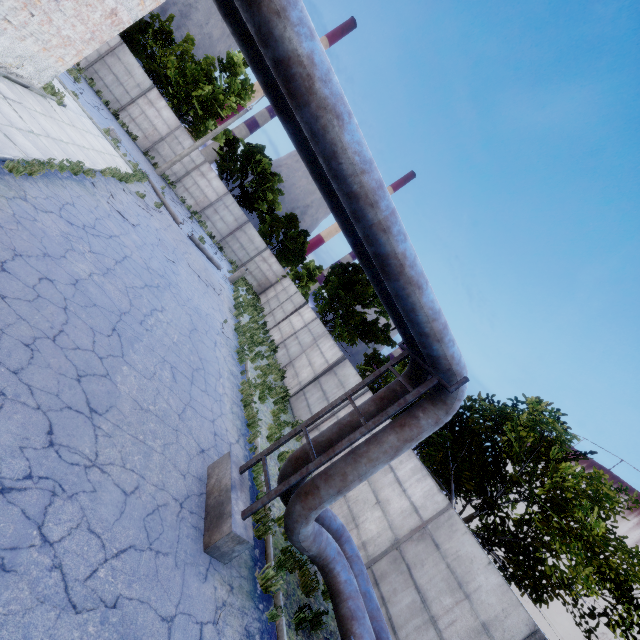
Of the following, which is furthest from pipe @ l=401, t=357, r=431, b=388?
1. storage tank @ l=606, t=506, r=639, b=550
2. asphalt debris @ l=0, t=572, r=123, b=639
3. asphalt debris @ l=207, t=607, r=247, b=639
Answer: storage tank @ l=606, t=506, r=639, b=550

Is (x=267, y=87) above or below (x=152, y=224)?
above

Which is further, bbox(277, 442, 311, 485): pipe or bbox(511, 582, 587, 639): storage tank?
bbox(511, 582, 587, 639): storage tank

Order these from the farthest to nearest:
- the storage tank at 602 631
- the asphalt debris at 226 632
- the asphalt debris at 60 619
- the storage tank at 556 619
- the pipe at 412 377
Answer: the storage tank at 556 619 < the storage tank at 602 631 < the pipe at 412 377 < the asphalt debris at 226 632 < the asphalt debris at 60 619

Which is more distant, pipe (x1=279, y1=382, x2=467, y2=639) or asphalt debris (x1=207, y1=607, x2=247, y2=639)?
pipe (x1=279, y1=382, x2=467, y2=639)

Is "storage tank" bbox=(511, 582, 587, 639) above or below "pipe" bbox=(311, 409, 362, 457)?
above

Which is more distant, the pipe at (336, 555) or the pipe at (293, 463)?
the pipe at (293, 463)

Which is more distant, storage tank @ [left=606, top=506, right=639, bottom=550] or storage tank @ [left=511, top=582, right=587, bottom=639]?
storage tank @ [left=606, top=506, right=639, bottom=550]
